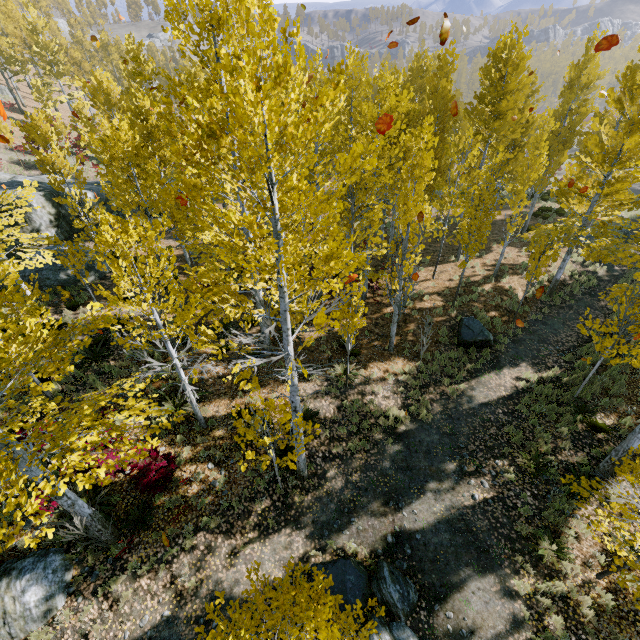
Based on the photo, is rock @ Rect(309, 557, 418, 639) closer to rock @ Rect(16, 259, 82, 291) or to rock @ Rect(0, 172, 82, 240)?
rock @ Rect(0, 172, 82, 240)

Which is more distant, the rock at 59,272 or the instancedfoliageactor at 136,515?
the rock at 59,272

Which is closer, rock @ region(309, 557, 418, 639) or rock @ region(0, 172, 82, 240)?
rock @ region(309, 557, 418, 639)

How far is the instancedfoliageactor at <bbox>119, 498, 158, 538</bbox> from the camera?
8.0m

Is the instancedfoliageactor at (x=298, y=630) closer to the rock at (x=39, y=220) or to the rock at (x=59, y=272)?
the rock at (x=39, y=220)

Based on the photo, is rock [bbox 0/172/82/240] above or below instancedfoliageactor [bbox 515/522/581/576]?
above

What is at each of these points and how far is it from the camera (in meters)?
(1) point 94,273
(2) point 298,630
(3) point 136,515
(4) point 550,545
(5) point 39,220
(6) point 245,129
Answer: (1) rock, 17.30
(2) instancedfoliageactor, 7.02
(3) instancedfoliageactor, 8.19
(4) instancedfoliageactor, 7.88
(5) rock, 19.00
(6) instancedfoliageactor, 3.21

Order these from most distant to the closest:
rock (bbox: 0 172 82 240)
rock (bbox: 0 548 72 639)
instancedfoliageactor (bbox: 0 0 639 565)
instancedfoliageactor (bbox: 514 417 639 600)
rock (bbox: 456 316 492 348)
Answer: rock (bbox: 0 172 82 240)
rock (bbox: 456 316 492 348)
rock (bbox: 0 548 72 639)
instancedfoliageactor (bbox: 514 417 639 600)
instancedfoliageactor (bbox: 0 0 639 565)
